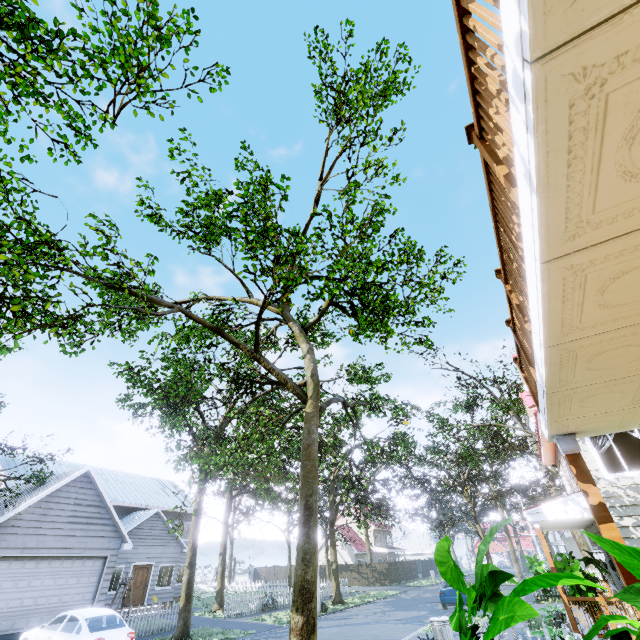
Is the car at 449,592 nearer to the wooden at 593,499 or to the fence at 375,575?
the fence at 375,575

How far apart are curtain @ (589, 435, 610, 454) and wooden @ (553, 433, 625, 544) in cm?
852

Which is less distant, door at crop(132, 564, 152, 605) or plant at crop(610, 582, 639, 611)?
plant at crop(610, 582, 639, 611)

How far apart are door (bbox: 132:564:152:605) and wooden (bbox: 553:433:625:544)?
27.1m

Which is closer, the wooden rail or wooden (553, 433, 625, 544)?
the wooden rail

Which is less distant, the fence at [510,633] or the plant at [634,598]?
the plant at [634,598]

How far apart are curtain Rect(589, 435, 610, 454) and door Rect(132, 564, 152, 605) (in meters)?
26.48

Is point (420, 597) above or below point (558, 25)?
below
